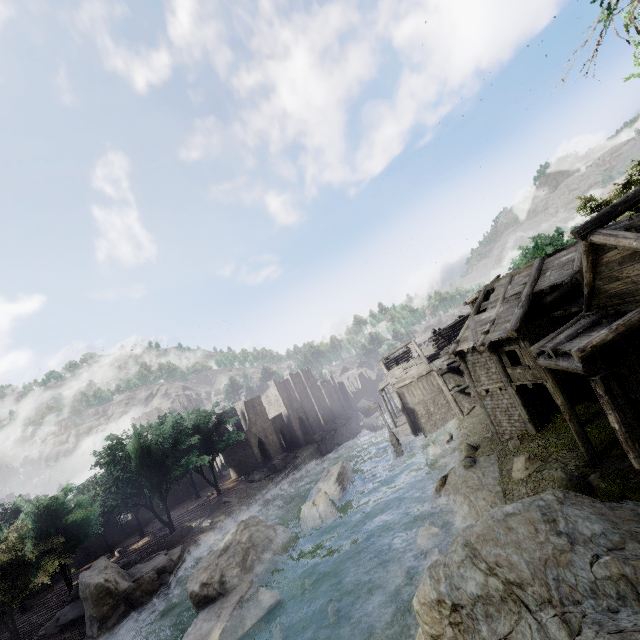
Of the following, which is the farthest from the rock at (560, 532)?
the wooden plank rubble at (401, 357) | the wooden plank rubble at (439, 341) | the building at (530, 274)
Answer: the wooden plank rubble at (401, 357)

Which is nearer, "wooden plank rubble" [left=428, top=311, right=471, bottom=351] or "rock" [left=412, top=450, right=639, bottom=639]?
"rock" [left=412, top=450, right=639, bottom=639]

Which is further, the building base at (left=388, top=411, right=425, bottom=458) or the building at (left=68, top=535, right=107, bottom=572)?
the building at (left=68, top=535, right=107, bottom=572)

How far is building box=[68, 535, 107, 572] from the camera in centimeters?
3589cm

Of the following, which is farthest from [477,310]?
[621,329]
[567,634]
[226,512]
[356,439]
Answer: [356,439]

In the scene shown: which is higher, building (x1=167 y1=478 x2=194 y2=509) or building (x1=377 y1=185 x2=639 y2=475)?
building (x1=377 y1=185 x2=639 y2=475)

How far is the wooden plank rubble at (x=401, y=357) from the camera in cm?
4166

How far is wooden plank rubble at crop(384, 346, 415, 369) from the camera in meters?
41.7
